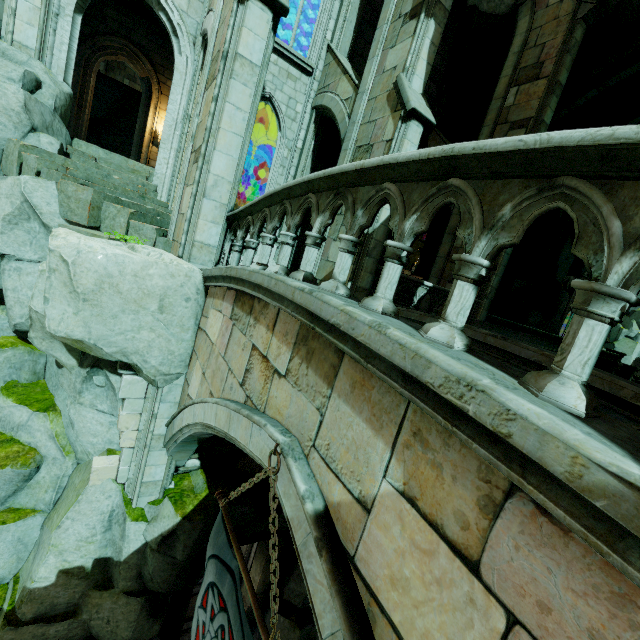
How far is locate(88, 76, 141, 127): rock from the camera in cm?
2111

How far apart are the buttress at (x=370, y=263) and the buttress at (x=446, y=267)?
4.8 meters

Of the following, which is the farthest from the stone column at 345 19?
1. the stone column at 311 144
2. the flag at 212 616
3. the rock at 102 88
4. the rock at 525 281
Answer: the flag at 212 616

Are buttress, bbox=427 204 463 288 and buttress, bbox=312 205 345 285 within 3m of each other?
no

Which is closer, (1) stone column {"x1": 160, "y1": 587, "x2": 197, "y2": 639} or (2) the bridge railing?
(2) the bridge railing

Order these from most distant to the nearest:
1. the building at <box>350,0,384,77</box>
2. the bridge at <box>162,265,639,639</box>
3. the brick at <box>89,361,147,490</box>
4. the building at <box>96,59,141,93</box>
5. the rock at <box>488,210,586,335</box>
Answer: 1. the building at <box>96,59,141,93</box>
2. the rock at <box>488,210,586,335</box>
3. the building at <box>350,0,384,77</box>
4. the brick at <box>89,361,147,490</box>
5. the bridge at <box>162,265,639,639</box>

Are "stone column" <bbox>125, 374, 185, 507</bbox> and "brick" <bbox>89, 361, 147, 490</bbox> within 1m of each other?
yes

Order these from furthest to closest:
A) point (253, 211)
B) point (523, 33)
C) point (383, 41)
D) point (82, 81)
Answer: point (82, 81)
point (523, 33)
point (383, 41)
point (253, 211)
